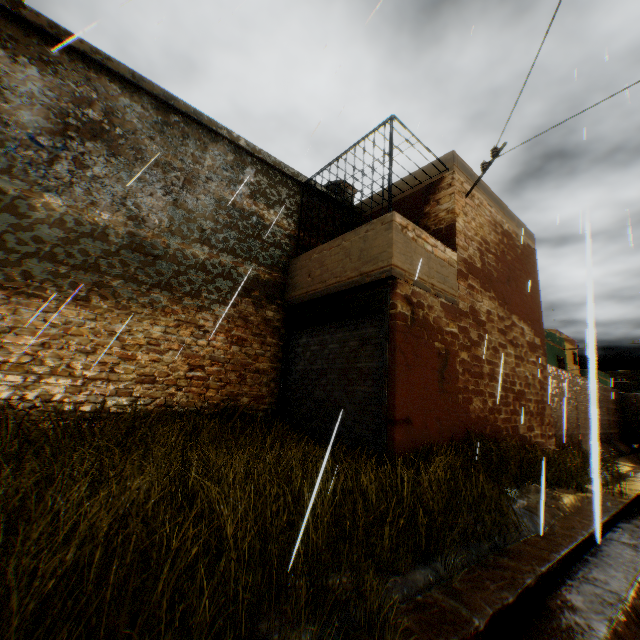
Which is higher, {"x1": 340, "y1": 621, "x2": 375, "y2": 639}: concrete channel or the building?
the building

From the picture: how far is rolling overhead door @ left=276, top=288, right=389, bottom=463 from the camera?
5.84m

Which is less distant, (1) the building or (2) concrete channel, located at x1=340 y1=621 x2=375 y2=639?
(2) concrete channel, located at x1=340 y1=621 x2=375 y2=639

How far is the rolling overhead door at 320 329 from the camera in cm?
584

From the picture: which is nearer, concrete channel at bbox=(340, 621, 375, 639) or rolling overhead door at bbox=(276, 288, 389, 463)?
concrete channel at bbox=(340, 621, 375, 639)

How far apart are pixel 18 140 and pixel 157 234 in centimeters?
250cm

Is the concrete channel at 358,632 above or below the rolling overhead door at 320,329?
below
